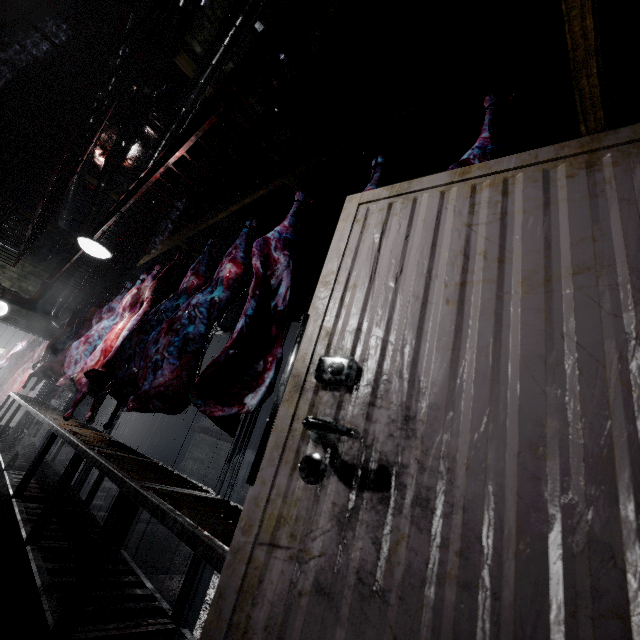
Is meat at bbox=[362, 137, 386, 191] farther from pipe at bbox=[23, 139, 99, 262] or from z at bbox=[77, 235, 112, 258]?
z at bbox=[77, 235, 112, 258]

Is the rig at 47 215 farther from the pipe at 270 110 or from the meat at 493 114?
Result: the meat at 493 114

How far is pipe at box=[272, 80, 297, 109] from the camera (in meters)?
3.00

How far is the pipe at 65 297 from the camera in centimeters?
709cm

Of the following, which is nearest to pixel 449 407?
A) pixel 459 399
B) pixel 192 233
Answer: pixel 459 399

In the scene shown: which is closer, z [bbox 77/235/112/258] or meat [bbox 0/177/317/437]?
meat [bbox 0/177/317/437]

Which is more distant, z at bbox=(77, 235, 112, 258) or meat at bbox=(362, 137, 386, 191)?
z at bbox=(77, 235, 112, 258)

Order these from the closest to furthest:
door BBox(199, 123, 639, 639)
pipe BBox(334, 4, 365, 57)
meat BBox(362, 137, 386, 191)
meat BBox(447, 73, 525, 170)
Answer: door BBox(199, 123, 639, 639) → meat BBox(447, 73, 525, 170) → meat BBox(362, 137, 386, 191) → pipe BBox(334, 4, 365, 57)
